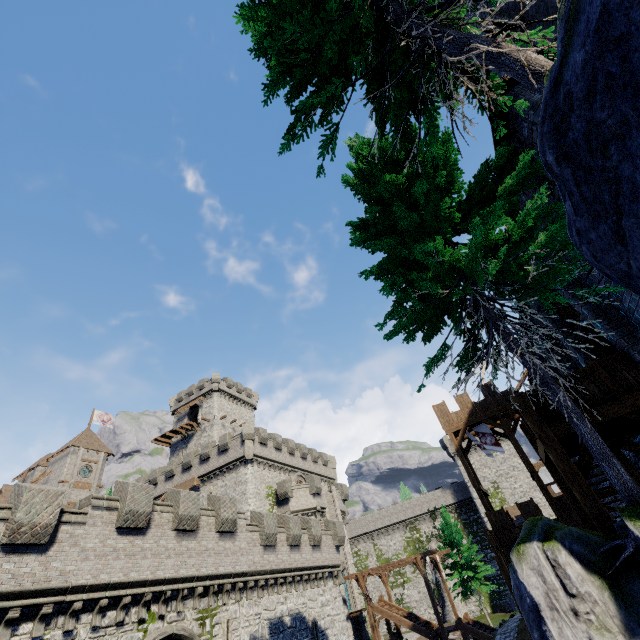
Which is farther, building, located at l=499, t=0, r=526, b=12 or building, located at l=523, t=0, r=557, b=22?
building, located at l=499, t=0, r=526, b=12

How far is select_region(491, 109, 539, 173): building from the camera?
7.69m

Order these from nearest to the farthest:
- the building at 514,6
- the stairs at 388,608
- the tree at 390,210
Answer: the tree at 390,210 → the building at 514,6 → the stairs at 388,608

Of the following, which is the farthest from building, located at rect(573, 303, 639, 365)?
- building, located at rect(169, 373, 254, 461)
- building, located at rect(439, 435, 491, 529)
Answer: building, located at rect(169, 373, 254, 461)

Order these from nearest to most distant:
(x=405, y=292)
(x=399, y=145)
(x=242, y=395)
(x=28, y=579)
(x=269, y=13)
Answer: (x=269, y=13) → (x=405, y=292) → (x=399, y=145) → (x=28, y=579) → (x=242, y=395)

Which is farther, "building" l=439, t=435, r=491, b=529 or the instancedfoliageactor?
"building" l=439, t=435, r=491, b=529

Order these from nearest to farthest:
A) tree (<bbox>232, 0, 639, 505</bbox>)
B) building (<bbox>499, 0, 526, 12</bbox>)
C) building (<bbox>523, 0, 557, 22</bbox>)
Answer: tree (<bbox>232, 0, 639, 505</bbox>) → building (<bbox>523, 0, 557, 22</bbox>) → building (<bbox>499, 0, 526, 12</bbox>)

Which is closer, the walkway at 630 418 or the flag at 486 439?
the walkway at 630 418
